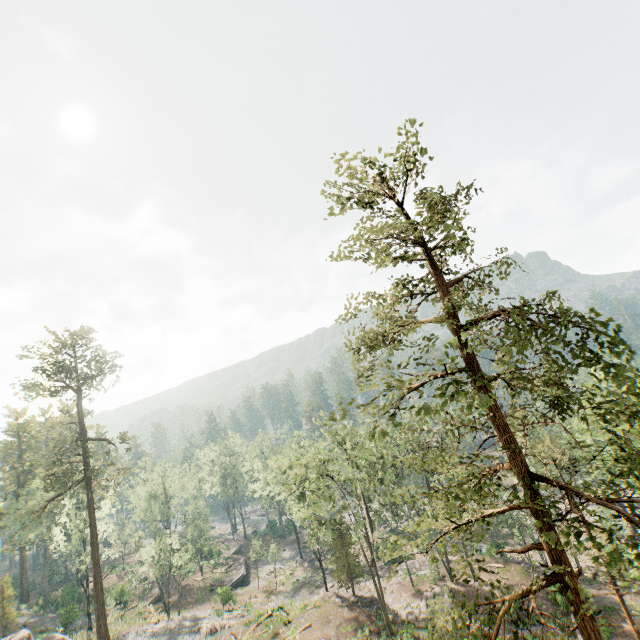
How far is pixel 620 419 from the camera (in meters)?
12.28

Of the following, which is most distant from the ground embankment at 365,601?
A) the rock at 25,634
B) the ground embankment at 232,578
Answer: the ground embankment at 232,578

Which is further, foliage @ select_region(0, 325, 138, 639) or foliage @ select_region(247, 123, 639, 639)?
foliage @ select_region(0, 325, 138, 639)

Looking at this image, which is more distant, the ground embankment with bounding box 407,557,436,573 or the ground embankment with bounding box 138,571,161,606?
the ground embankment with bounding box 138,571,161,606

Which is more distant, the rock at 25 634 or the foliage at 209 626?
the foliage at 209 626

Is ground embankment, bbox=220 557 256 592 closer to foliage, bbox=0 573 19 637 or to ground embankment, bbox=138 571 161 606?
foliage, bbox=0 573 19 637

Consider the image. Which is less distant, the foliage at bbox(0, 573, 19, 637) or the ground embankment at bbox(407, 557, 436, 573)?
the foliage at bbox(0, 573, 19, 637)

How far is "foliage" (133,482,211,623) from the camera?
41.28m
